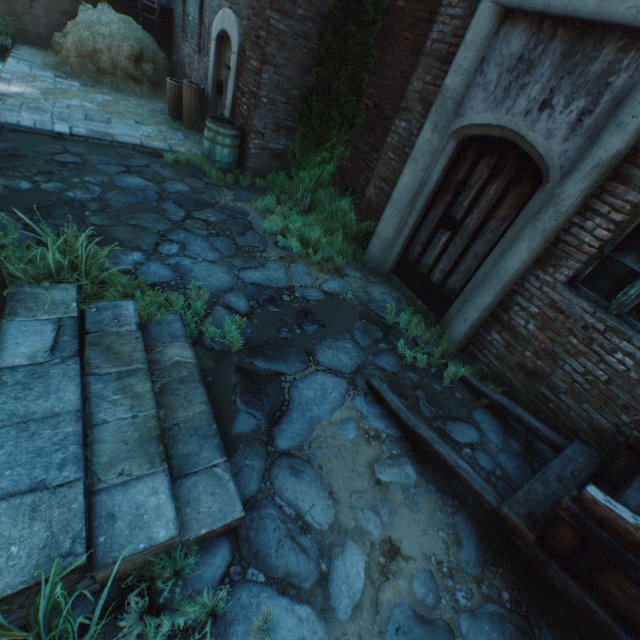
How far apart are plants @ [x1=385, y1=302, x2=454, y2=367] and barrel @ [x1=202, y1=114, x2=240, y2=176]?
4.6m

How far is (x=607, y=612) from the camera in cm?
194

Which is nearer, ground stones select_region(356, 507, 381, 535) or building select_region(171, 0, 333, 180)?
ground stones select_region(356, 507, 381, 535)

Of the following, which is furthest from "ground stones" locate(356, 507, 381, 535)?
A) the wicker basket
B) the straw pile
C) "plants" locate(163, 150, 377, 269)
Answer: the straw pile

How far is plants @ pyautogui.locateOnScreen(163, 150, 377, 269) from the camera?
5.32m

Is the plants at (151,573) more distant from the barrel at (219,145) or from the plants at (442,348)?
the barrel at (219,145)

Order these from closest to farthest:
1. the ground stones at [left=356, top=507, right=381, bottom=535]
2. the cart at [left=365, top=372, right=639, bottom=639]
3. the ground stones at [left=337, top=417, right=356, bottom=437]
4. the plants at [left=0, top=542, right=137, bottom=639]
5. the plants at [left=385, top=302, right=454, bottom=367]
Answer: the plants at [left=0, top=542, right=137, bottom=639] < the cart at [left=365, top=372, right=639, bottom=639] < the ground stones at [left=356, top=507, right=381, bottom=535] < the ground stones at [left=337, top=417, right=356, bottom=437] < the plants at [left=385, top=302, right=454, bottom=367]

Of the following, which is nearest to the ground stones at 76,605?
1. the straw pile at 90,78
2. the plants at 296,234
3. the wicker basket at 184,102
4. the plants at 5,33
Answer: the plants at 296,234
